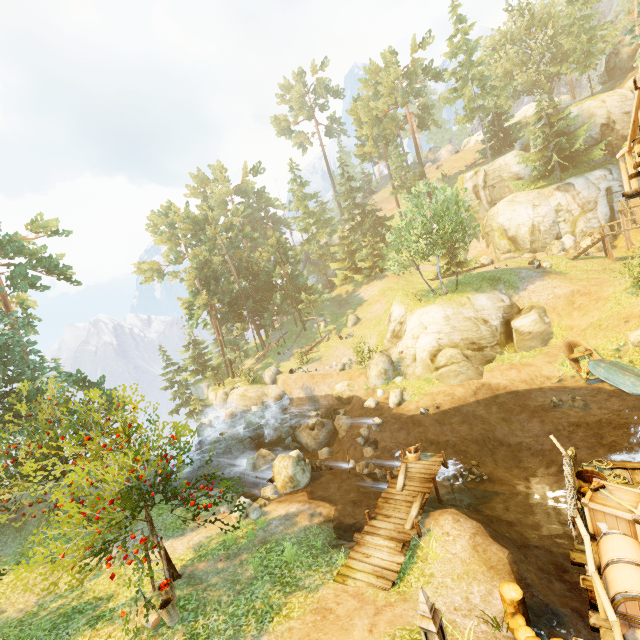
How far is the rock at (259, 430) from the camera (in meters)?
26.41

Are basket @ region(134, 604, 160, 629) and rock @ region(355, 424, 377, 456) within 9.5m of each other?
no

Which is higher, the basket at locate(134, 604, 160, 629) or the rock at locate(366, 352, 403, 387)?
the rock at locate(366, 352, 403, 387)

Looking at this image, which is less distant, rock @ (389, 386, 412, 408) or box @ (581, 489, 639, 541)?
box @ (581, 489, 639, 541)

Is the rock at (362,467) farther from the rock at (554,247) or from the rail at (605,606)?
the rock at (554,247)

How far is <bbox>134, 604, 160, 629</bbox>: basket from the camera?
9.71m

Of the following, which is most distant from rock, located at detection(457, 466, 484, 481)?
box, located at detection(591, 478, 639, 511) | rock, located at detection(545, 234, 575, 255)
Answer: rock, located at detection(545, 234, 575, 255)

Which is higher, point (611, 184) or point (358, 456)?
point (611, 184)
